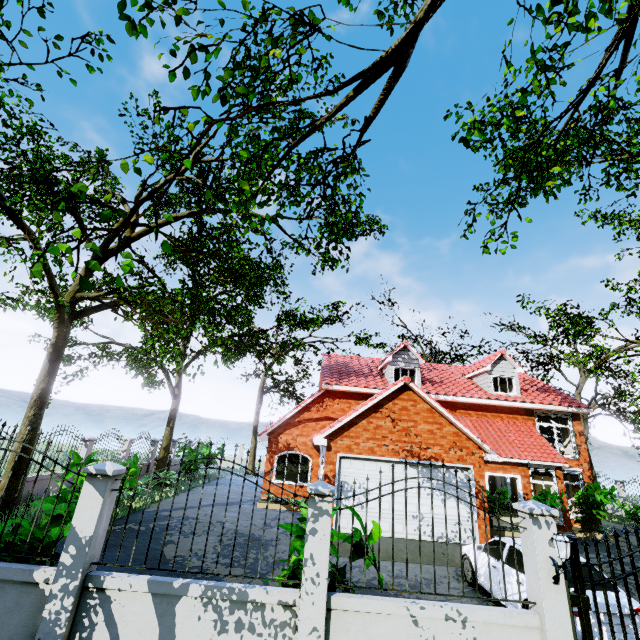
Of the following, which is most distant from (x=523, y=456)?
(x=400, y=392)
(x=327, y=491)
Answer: (x=327, y=491)

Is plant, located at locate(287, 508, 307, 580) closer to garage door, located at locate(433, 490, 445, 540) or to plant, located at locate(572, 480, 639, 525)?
garage door, located at locate(433, 490, 445, 540)

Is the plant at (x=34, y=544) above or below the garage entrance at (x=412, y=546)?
above

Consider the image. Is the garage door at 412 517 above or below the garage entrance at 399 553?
above

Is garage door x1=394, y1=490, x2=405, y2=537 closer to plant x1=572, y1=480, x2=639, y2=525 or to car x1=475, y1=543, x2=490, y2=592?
car x1=475, y1=543, x2=490, y2=592

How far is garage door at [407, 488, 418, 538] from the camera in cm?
1134

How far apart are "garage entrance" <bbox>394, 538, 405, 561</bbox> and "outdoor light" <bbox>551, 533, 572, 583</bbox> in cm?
665

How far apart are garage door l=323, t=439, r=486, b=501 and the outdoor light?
7.54m
